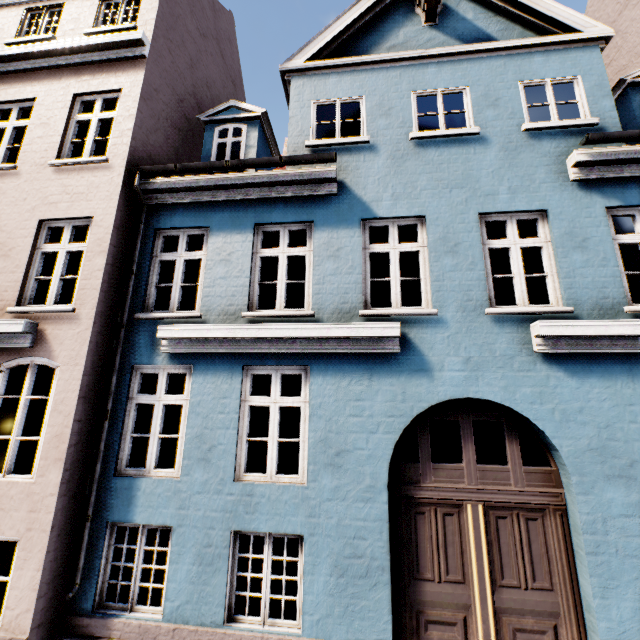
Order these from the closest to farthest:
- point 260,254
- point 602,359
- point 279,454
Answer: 1. point 602,359
2. point 260,254
3. point 279,454
